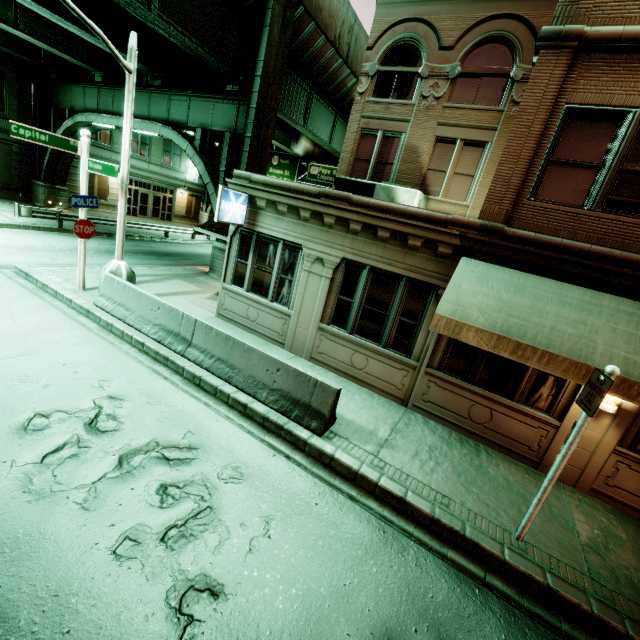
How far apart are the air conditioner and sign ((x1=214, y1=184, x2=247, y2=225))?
4.5 meters

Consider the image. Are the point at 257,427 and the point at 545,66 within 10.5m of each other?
yes

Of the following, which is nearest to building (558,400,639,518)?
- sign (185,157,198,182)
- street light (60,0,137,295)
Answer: street light (60,0,137,295)

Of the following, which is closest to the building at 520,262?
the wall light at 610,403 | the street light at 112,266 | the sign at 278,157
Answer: the wall light at 610,403

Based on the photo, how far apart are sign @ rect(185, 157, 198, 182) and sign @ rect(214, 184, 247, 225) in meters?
28.9 m

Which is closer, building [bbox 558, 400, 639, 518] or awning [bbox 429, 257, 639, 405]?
awning [bbox 429, 257, 639, 405]

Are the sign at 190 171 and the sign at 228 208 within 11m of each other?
no

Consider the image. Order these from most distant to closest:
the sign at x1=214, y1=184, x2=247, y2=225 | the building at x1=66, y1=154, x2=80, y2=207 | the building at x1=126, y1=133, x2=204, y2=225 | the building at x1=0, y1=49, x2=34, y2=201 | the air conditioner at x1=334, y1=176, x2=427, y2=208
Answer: the building at x1=126, y1=133, x2=204, y2=225
the building at x1=66, y1=154, x2=80, y2=207
the building at x1=0, y1=49, x2=34, y2=201
the air conditioner at x1=334, y1=176, x2=427, y2=208
the sign at x1=214, y1=184, x2=247, y2=225
